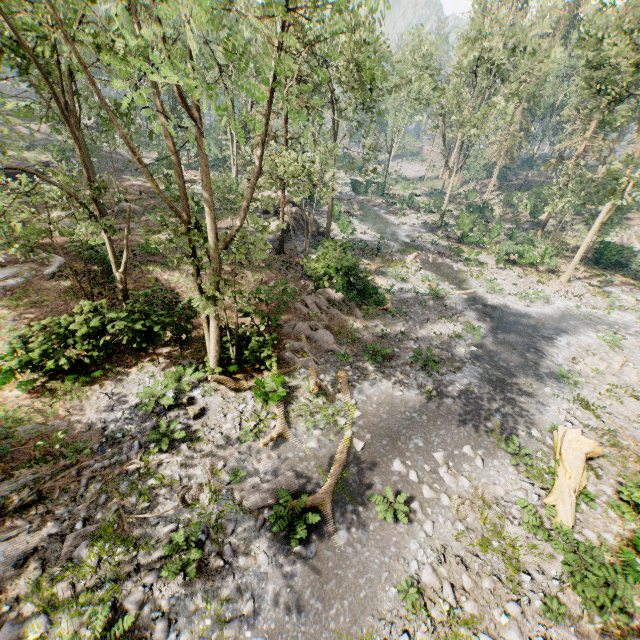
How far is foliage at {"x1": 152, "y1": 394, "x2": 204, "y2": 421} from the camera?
11.98m

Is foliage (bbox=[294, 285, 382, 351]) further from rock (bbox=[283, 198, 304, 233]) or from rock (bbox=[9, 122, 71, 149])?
rock (bbox=[283, 198, 304, 233])

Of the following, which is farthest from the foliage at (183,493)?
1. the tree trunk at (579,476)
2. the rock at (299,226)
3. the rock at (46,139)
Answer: the rock at (299,226)

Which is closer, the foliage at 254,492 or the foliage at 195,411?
the foliage at 254,492

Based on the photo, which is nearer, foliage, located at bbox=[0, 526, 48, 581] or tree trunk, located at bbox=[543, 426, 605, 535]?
foliage, located at bbox=[0, 526, 48, 581]

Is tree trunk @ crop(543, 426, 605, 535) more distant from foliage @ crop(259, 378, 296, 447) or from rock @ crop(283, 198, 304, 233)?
rock @ crop(283, 198, 304, 233)

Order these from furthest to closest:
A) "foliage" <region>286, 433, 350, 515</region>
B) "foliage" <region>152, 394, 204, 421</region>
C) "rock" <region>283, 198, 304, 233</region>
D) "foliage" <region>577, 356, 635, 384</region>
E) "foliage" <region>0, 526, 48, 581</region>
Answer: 1. "rock" <region>283, 198, 304, 233</region>
2. "foliage" <region>577, 356, 635, 384</region>
3. "foliage" <region>152, 394, 204, 421</region>
4. "foliage" <region>286, 433, 350, 515</region>
5. "foliage" <region>0, 526, 48, 581</region>

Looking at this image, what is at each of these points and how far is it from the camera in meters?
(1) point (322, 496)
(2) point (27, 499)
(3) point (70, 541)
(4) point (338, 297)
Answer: (1) foliage, 10.1 m
(2) foliage, 8.9 m
(3) foliage, 8.3 m
(4) foliage, 20.5 m
